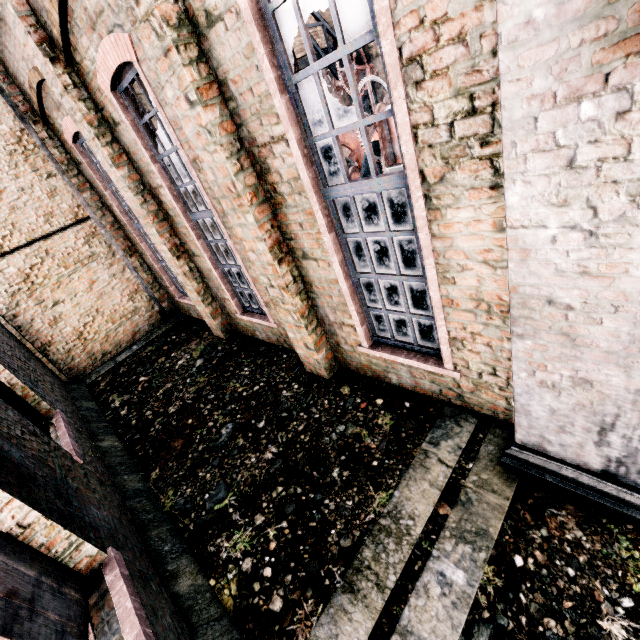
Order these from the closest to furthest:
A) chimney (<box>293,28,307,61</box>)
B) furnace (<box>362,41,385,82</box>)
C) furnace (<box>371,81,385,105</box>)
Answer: furnace (<box>362,41,385,82</box>) < furnace (<box>371,81,385,105</box>) < chimney (<box>293,28,307,61</box>)

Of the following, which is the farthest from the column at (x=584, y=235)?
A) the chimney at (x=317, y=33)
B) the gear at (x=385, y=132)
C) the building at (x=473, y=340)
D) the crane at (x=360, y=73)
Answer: the chimney at (x=317, y=33)

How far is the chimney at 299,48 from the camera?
18.6 meters

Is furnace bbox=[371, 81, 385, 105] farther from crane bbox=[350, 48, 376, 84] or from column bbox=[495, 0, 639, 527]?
column bbox=[495, 0, 639, 527]

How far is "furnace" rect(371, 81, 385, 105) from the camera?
16.0 meters

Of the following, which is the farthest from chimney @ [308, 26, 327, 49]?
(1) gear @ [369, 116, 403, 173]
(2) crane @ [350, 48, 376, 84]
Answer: (1) gear @ [369, 116, 403, 173]

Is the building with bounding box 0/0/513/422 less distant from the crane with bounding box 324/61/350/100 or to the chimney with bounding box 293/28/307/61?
the chimney with bounding box 293/28/307/61

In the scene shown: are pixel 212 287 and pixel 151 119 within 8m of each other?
no
